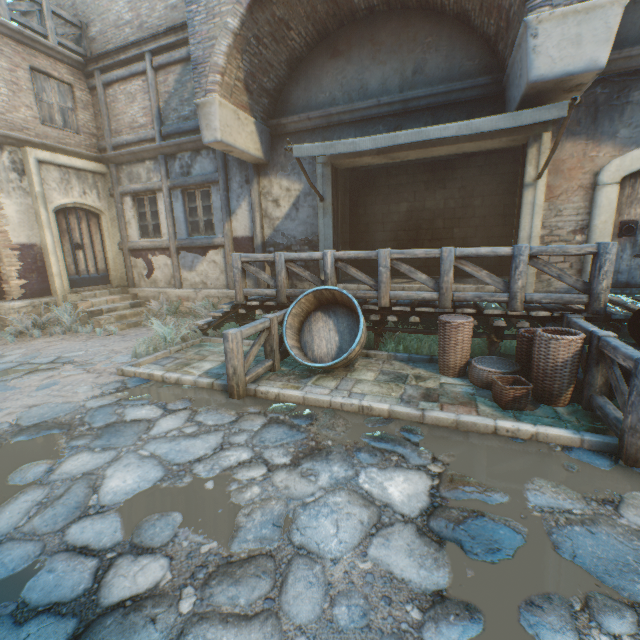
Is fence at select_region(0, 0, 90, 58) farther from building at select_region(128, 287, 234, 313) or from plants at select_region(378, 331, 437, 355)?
plants at select_region(378, 331, 437, 355)

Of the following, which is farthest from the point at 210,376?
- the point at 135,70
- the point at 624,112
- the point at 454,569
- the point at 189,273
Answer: the point at 135,70

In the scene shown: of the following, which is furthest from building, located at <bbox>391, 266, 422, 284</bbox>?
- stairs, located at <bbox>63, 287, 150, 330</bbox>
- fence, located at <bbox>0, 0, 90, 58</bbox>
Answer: fence, located at <bbox>0, 0, 90, 58</bbox>

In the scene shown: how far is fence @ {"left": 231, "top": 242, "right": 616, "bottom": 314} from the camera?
4.46m

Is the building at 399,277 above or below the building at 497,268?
below

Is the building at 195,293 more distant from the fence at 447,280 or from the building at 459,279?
the fence at 447,280

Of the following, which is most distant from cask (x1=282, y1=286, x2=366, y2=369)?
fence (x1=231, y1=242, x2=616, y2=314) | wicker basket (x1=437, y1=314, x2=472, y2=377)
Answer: wicker basket (x1=437, y1=314, x2=472, y2=377)

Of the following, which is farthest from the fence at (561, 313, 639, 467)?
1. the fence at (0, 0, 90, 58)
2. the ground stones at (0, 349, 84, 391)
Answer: the fence at (0, 0, 90, 58)
